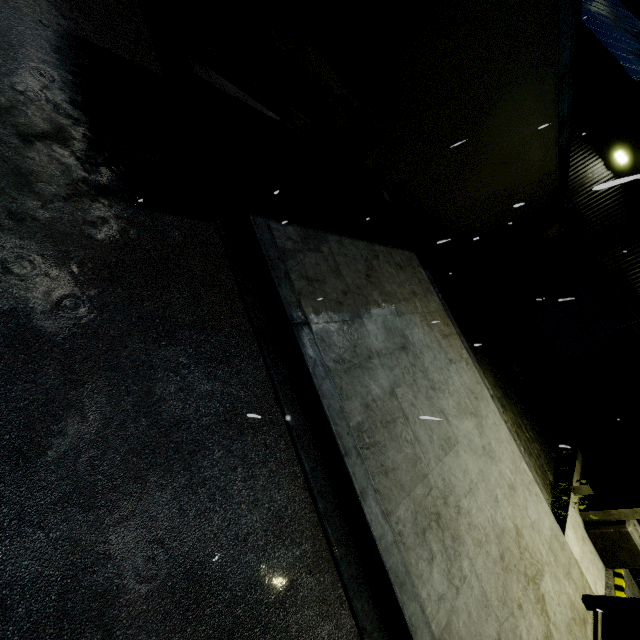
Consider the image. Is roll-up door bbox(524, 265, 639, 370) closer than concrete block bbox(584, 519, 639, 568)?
No

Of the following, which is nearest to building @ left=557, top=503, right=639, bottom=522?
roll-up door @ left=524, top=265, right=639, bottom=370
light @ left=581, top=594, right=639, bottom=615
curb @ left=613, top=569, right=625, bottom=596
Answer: roll-up door @ left=524, top=265, right=639, bottom=370

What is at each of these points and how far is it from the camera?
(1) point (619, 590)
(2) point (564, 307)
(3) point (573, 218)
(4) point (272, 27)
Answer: (1) curb, 7.55m
(2) roll-up door, 13.47m
(3) roll-up door, 13.11m
(4) semi trailer, 2.60m

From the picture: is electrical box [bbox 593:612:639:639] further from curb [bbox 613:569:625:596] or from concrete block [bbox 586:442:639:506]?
concrete block [bbox 586:442:639:506]

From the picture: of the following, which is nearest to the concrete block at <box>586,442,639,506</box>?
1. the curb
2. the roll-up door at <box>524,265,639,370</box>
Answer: the curb

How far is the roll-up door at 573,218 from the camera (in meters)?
12.92

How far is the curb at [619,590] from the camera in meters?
7.5

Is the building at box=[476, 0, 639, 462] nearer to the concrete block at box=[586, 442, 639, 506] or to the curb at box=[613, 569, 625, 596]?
the concrete block at box=[586, 442, 639, 506]
